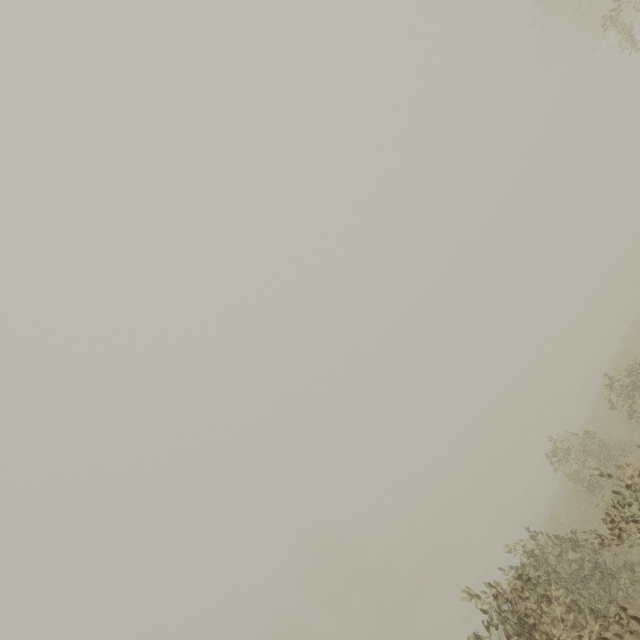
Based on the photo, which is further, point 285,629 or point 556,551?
point 285,629

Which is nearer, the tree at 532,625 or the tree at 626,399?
the tree at 532,625

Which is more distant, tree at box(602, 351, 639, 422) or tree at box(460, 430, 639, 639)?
tree at box(602, 351, 639, 422)
